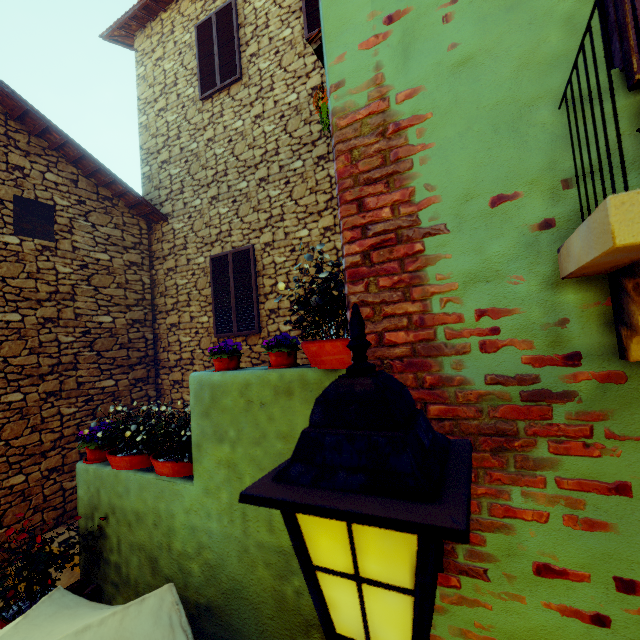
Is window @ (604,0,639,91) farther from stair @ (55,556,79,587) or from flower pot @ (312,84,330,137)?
stair @ (55,556,79,587)

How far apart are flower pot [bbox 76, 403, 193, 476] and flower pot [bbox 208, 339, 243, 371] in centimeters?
91cm

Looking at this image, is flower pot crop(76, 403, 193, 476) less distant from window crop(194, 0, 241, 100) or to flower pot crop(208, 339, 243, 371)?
flower pot crop(208, 339, 243, 371)

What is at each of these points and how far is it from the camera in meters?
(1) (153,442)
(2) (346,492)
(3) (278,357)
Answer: (1) flower pot, 3.4
(2) street light, 0.5
(3) flower pot, 2.6

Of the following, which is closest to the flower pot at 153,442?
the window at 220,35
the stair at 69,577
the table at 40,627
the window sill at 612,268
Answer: the table at 40,627

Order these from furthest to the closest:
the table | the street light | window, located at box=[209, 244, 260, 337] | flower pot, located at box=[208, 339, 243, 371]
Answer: window, located at box=[209, 244, 260, 337]
flower pot, located at box=[208, 339, 243, 371]
the table
the street light

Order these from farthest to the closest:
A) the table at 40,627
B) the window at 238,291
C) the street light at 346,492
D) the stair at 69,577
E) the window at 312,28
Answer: the window at 238,291 → the window at 312,28 → the stair at 69,577 → the table at 40,627 → the street light at 346,492

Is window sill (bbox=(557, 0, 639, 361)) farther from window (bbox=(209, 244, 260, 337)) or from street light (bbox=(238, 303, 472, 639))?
window (bbox=(209, 244, 260, 337))
